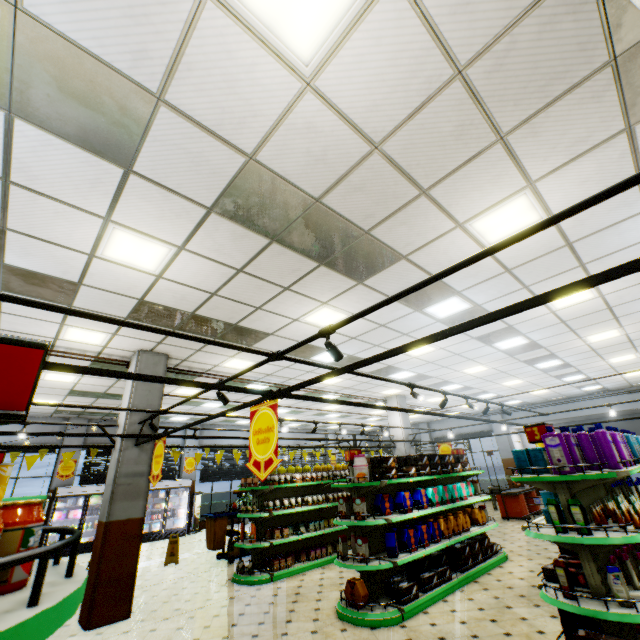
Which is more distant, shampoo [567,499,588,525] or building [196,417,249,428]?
building [196,417,249,428]

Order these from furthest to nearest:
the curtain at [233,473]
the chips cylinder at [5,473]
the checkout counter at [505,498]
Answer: the curtain at [233,473] < the checkout counter at [505,498] < the chips cylinder at [5,473]

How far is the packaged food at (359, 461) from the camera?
5.8 meters

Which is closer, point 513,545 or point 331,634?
point 331,634

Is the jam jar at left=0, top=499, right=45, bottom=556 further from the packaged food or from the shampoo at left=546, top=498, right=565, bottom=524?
the packaged food

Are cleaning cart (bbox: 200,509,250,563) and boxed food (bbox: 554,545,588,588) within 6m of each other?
no

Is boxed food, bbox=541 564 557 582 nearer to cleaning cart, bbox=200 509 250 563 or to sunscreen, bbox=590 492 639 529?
sunscreen, bbox=590 492 639 529

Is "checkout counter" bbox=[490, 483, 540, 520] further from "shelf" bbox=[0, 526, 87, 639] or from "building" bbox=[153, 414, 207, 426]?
"shelf" bbox=[0, 526, 87, 639]
